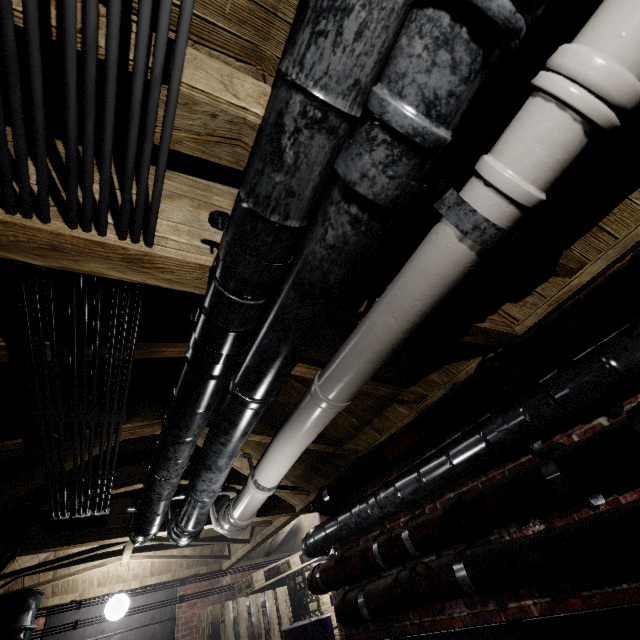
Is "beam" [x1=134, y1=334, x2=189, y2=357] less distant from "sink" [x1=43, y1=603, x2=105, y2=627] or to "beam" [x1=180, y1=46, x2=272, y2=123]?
"beam" [x1=180, y1=46, x2=272, y2=123]

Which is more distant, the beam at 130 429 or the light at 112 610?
the light at 112 610

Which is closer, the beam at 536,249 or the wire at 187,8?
the wire at 187,8

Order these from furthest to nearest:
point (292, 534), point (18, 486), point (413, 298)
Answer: point (292, 534) → point (18, 486) → point (413, 298)

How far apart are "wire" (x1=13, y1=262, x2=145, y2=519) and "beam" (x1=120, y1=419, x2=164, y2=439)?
0.05m

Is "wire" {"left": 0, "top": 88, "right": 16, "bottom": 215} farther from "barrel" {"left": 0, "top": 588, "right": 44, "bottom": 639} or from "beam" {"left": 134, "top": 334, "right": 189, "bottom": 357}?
"barrel" {"left": 0, "top": 588, "right": 44, "bottom": 639}

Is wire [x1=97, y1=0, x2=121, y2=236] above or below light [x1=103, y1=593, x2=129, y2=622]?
above

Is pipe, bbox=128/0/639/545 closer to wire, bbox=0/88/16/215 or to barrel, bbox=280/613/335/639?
wire, bbox=0/88/16/215
